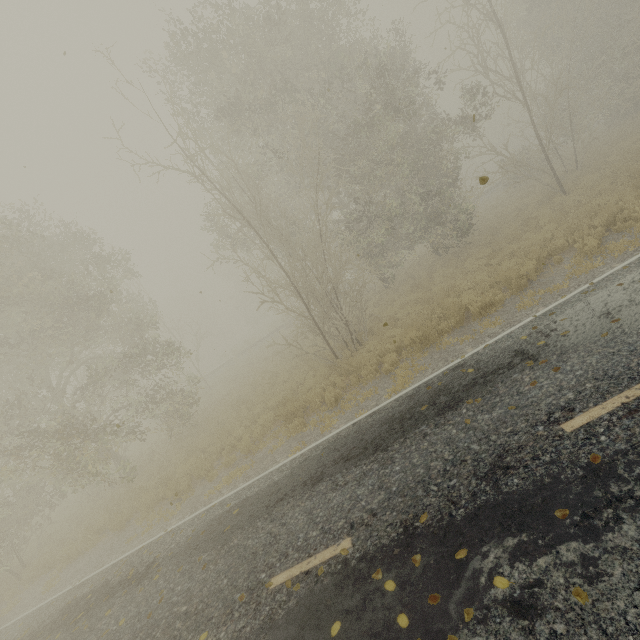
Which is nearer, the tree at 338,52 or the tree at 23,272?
the tree at 338,52

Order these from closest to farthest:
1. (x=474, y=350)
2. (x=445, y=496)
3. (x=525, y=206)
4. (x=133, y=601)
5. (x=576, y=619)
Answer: (x=576, y=619)
(x=445, y=496)
(x=133, y=601)
(x=474, y=350)
(x=525, y=206)

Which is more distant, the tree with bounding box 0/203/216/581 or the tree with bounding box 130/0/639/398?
the tree with bounding box 0/203/216/581
